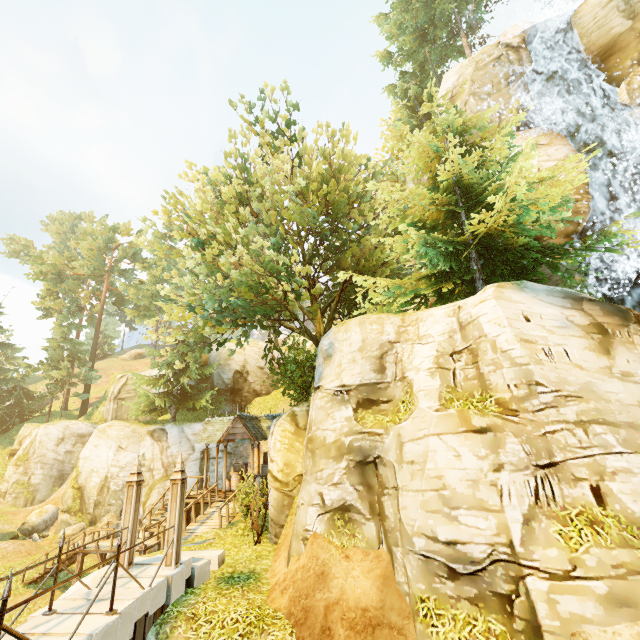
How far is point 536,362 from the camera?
6.8m

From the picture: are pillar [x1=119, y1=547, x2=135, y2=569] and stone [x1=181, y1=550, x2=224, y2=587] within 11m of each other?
yes

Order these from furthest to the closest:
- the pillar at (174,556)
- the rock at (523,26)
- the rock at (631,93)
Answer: the rock at (523,26) → the rock at (631,93) → the pillar at (174,556)

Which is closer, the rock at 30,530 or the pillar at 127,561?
the pillar at 127,561

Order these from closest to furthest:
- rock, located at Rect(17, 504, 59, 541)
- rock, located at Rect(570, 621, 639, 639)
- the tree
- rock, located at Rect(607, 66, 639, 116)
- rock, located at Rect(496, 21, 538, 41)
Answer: rock, located at Rect(570, 621, 639, 639) < the tree < rock, located at Rect(607, 66, 639, 116) < rock, located at Rect(496, 21, 538, 41) < rock, located at Rect(17, 504, 59, 541)

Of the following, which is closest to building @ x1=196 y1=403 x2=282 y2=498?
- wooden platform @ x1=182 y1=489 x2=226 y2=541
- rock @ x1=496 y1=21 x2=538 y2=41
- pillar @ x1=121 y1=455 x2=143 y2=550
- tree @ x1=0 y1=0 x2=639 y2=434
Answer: wooden platform @ x1=182 y1=489 x2=226 y2=541

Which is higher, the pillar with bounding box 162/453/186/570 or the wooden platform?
the pillar with bounding box 162/453/186/570

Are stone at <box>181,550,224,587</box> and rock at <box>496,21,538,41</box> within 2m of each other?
no
